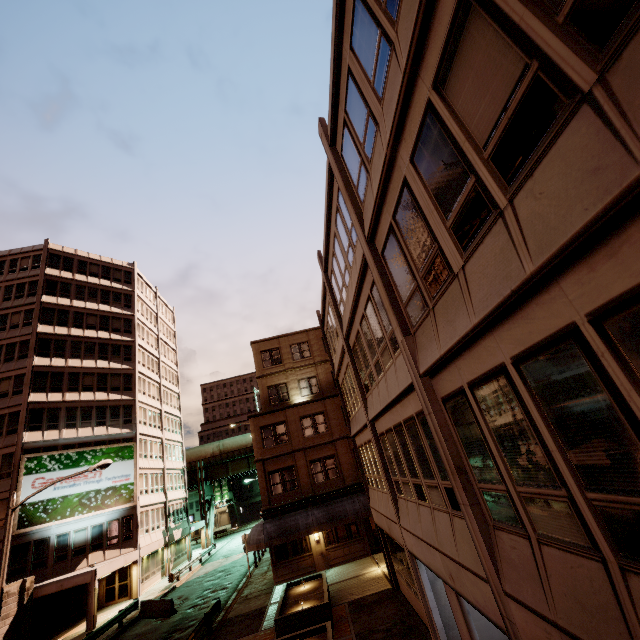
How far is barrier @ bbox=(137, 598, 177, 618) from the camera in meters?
22.5 m

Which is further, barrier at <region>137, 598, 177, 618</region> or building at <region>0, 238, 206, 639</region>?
building at <region>0, 238, 206, 639</region>

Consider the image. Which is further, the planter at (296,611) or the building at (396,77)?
the planter at (296,611)

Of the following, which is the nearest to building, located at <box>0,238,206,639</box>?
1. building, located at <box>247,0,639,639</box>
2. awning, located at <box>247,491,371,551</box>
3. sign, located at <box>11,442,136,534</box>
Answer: sign, located at <box>11,442,136,534</box>

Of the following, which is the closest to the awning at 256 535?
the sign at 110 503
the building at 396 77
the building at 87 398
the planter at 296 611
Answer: the planter at 296 611

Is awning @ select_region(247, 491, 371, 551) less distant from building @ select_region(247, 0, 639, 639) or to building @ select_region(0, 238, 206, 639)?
building @ select_region(247, 0, 639, 639)

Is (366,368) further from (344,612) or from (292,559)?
(292,559)

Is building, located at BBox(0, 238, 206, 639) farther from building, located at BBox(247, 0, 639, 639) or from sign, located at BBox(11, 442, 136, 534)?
building, located at BBox(247, 0, 639, 639)
